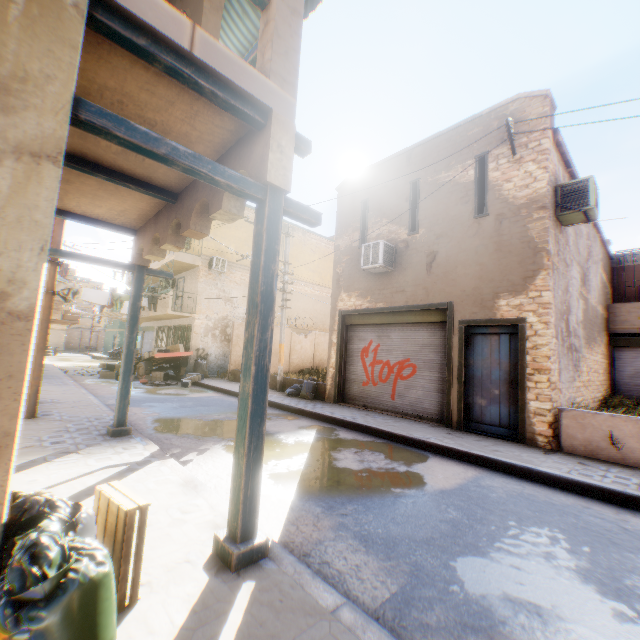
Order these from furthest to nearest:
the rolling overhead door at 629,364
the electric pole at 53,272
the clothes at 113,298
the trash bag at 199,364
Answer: the trash bag at 199,364
the clothes at 113,298
the rolling overhead door at 629,364
the electric pole at 53,272

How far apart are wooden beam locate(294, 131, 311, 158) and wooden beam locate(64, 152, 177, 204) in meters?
2.2

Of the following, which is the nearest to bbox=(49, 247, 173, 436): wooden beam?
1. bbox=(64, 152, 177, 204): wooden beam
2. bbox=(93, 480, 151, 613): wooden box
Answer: bbox=(64, 152, 177, 204): wooden beam

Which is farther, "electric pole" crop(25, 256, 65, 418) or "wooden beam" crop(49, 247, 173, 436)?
"electric pole" crop(25, 256, 65, 418)

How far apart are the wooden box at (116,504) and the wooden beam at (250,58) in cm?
436

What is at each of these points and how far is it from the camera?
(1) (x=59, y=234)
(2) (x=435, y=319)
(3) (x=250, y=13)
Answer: (1) electric pole, 7.05m
(2) rolling overhead door, 9.28m
(3) awning, 6.07m

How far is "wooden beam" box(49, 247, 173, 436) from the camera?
5.6 meters

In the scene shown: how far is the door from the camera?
7.6 meters
